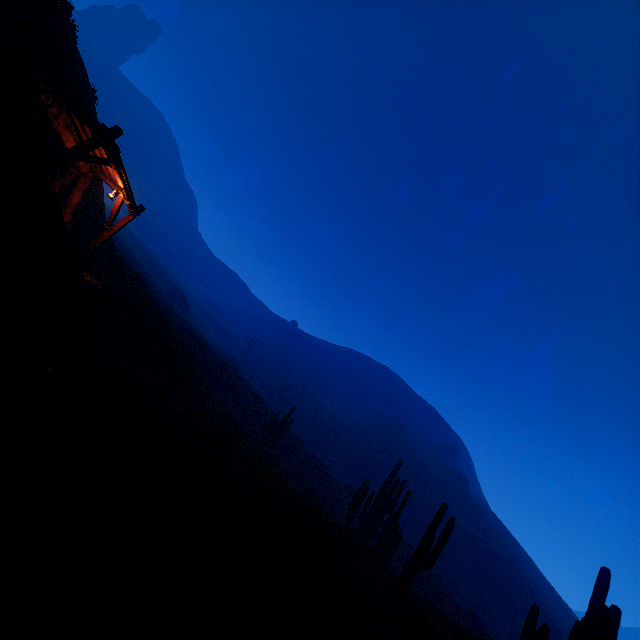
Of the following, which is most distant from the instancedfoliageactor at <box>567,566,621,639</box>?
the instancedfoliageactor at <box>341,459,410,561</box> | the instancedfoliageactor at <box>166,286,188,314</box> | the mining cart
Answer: the instancedfoliageactor at <box>166,286,188,314</box>

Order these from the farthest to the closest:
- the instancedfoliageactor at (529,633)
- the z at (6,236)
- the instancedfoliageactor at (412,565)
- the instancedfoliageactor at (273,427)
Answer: the instancedfoliageactor at (273,427) < the instancedfoliageactor at (412,565) < the instancedfoliageactor at (529,633) < the z at (6,236)

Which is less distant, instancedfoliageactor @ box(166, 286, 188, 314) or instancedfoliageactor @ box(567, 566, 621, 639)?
instancedfoliageactor @ box(567, 566, 621, 639)

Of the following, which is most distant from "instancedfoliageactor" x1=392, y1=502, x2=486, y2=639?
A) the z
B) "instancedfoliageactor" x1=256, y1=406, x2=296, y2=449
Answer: "instancedfoliageactor" x1=256, y1=406, x2=296, y2=449

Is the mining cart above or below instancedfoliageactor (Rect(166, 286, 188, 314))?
below

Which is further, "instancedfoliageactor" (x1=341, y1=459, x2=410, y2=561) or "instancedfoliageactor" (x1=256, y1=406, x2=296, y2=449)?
"instancedfoliageactor" (x1=256, y1=406, x2=296, y2=449)

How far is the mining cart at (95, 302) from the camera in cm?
1275

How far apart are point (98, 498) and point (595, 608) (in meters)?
9.93
